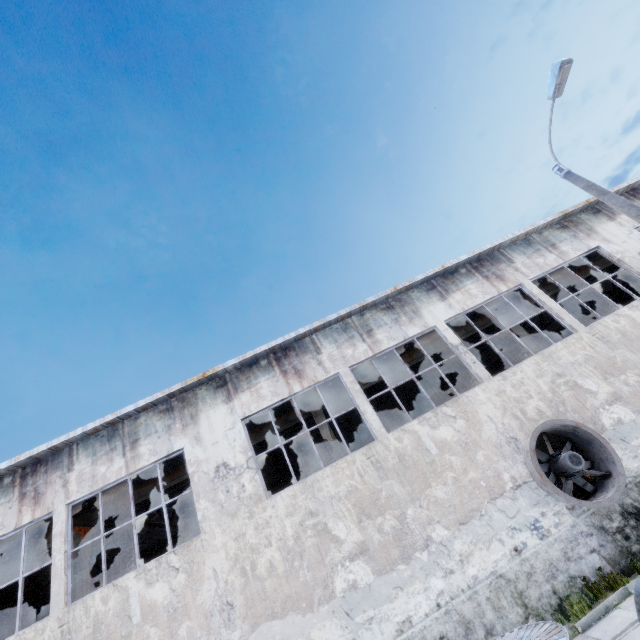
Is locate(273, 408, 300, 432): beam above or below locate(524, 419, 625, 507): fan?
above

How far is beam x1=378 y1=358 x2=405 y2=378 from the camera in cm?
1434

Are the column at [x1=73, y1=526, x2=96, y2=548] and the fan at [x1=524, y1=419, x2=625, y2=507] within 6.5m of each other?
no

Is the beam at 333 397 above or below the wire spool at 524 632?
above

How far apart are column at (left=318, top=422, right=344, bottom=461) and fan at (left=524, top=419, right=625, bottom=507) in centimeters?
487cm

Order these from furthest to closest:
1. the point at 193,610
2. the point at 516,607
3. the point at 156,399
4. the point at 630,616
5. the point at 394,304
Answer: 1. the point at 394,304
2. the point at 156,399
3. the point at 193,610
4. the point at 516,607
5. the point at 630,616

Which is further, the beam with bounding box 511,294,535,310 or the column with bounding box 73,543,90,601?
the beam with bounding box 511,294,535,310
